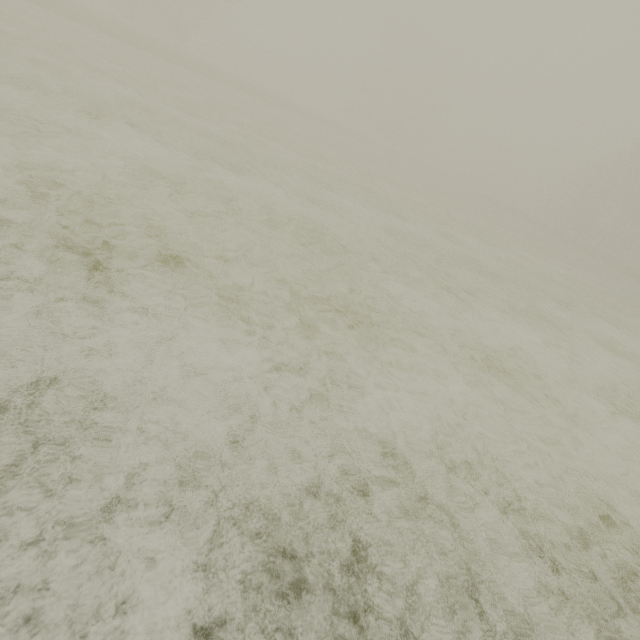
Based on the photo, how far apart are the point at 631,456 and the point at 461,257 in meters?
7.8
